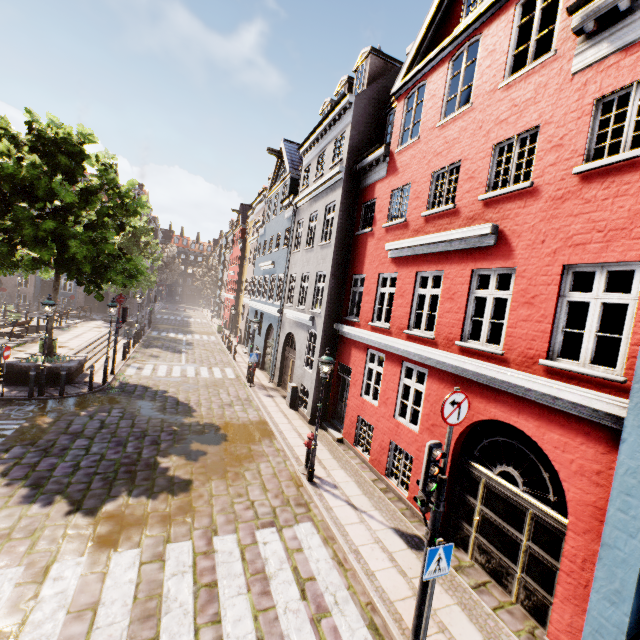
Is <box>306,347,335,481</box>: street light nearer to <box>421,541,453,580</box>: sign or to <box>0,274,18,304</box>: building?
<box>0,274,18,304</box>: building

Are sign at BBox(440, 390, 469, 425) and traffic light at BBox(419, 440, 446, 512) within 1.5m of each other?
yes

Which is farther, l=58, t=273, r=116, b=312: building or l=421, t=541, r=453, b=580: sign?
l=58, t=273, r=116, b=312: building

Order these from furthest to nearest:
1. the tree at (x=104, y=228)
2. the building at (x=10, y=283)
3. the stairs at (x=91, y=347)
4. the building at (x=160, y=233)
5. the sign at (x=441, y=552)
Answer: the building at (x=160, y=233)
the building at (x=10, y=283)
the stairs at (x=91, y=347)
the tree at (x=104, y=228)
the sign at (x=441, y=552)

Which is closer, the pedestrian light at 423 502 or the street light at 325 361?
the pedestrian light at 423 502

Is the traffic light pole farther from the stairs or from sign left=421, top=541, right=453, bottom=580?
the stairs

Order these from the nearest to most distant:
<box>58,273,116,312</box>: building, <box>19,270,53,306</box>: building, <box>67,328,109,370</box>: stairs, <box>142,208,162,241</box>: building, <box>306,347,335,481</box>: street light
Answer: <box>306,347,335,481</box>: street light, <box>67,328,109,370</box>: stairs, <box>19,270,53,306</box>: building, <box>58,273,116,312</box>: building, <box>142,208,162,241</box>: building

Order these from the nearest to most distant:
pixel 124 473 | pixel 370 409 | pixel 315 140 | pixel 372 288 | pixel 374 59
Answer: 1. pixel 124 473
2. pixel 370 409
3. pixel 372 288
4. pixel 374 59
5. pixel 315 140
